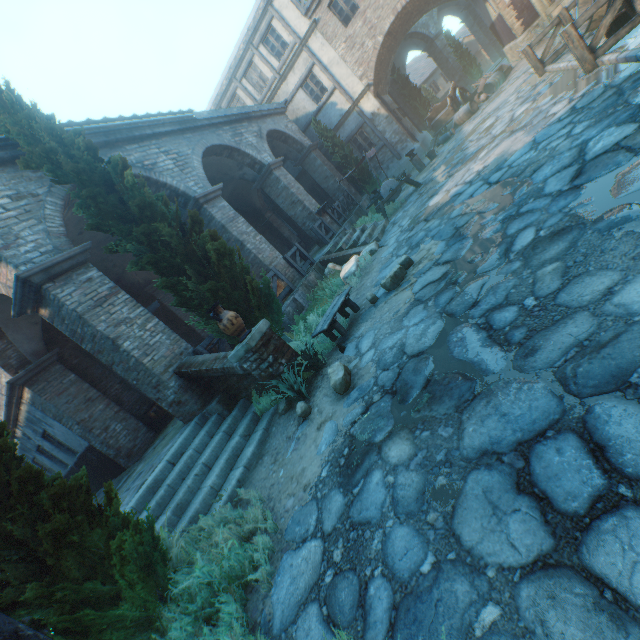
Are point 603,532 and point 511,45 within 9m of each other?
no

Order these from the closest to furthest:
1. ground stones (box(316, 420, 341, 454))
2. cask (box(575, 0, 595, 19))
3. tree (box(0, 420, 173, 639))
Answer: tree (box(0, 420, 173, 639))
ground stones (box(316, 420, 341, 454))
cask (box(575, 0, 595, 19))

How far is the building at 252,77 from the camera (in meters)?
18.39

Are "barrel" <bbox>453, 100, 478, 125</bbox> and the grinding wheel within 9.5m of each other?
yes

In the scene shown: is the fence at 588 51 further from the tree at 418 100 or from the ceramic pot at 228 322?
the ceramic pot at 228 322

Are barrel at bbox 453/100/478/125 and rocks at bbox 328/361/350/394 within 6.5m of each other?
no

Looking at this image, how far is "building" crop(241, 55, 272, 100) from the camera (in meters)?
18.39

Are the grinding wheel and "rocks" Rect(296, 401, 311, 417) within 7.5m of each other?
no
